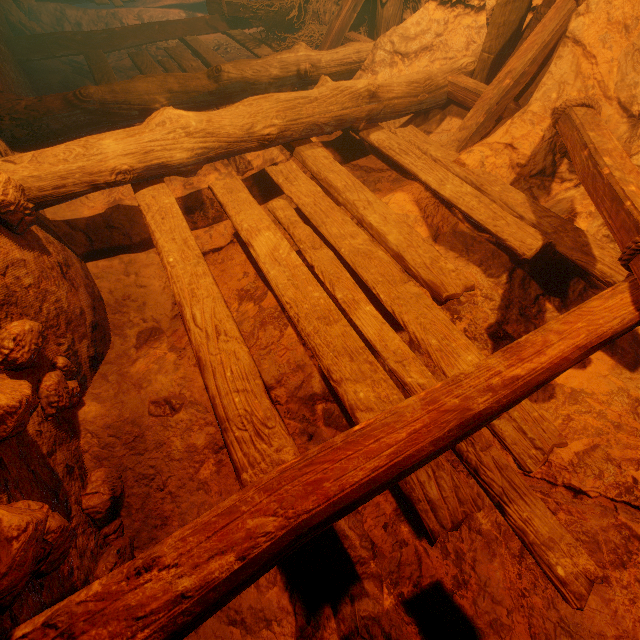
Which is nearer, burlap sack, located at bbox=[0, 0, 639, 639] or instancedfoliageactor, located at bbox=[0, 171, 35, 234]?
burlap sack, located at bbox=[0, 0, 639, 639]

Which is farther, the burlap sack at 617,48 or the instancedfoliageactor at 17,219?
the instancedfoliageactor at 17,219

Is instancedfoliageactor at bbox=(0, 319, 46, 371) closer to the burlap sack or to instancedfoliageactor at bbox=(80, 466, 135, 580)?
the burlap sack

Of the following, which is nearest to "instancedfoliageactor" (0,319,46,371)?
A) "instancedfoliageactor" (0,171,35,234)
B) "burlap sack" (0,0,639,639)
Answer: "burlap sack" (0,0,639,639)

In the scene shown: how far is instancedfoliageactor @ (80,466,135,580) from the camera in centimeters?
163cm

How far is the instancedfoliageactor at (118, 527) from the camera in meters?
1.6 m

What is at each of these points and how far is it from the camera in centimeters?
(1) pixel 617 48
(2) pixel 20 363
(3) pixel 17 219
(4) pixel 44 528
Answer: (1) burlap sack, 233cm
(2) instancedfoliageactor, 160cm
(3) instancedfoliageactor, 186cm
(4) instancedfoliageactor, 101cm

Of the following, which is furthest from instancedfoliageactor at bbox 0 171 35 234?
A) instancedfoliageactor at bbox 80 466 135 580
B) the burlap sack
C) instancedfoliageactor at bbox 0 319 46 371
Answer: instancedfoliageactor at bbox 80 466 135 580
